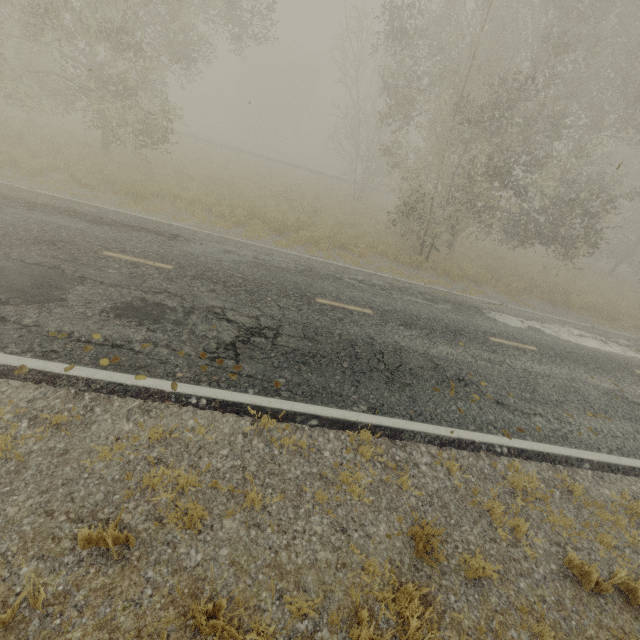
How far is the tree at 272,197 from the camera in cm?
1609

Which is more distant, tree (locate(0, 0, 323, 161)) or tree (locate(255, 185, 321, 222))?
tree (locate(255, 185, 321, 222))

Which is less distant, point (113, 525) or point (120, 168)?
point (113, 525)

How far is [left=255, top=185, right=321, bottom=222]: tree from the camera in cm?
1609

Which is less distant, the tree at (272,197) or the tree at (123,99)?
the tree at (123,99)

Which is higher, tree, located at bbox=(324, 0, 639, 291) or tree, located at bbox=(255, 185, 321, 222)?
tree, located at bbox=(324, 0, 639, 291)

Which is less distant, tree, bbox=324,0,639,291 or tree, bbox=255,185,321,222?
tree, bbox=324,0,639,291

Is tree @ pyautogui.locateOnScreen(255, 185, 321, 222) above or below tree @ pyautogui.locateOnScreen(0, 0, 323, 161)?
below
